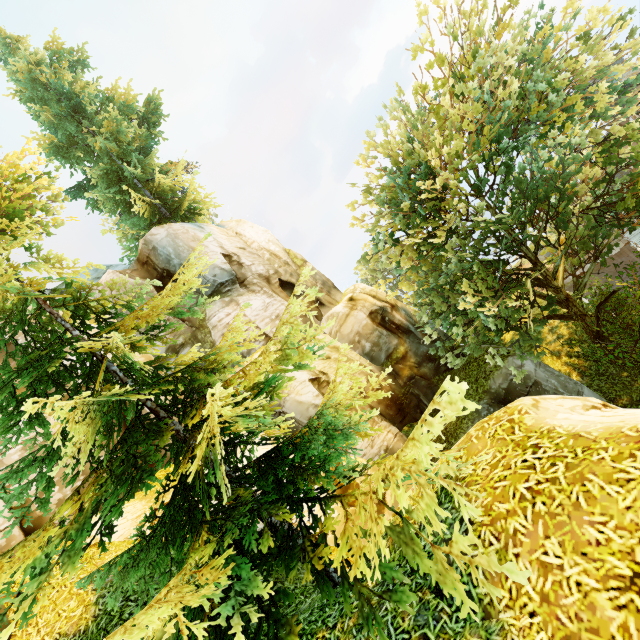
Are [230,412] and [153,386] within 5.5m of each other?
yes

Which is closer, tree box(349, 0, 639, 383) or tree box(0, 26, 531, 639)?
tree box(0, 26, 531, 639)

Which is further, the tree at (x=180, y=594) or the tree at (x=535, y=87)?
the tree at (x=535, y=87)
